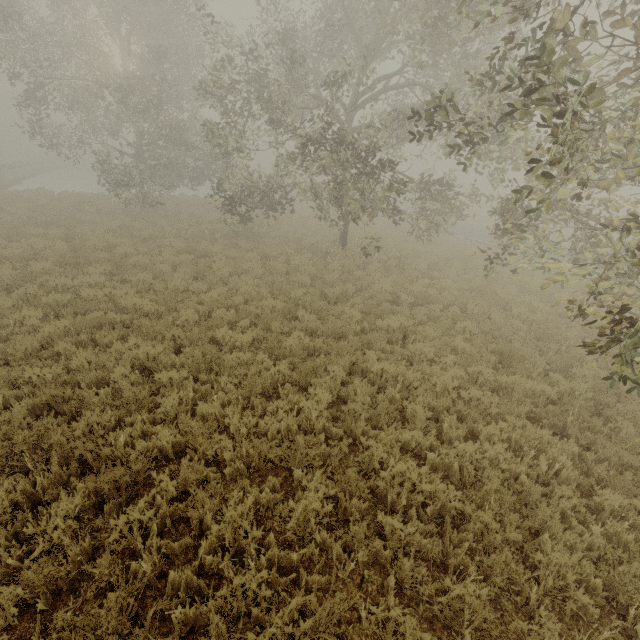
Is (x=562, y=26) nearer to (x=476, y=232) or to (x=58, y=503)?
(x=58, y=503)

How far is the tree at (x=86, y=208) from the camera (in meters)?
17.97

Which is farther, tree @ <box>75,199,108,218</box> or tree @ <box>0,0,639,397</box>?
tree @ <box>75,199,108,218</box>

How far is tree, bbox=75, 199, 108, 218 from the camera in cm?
1797

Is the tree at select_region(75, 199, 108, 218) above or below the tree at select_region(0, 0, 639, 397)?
A: below

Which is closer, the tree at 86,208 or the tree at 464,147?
the tree at 464,147
